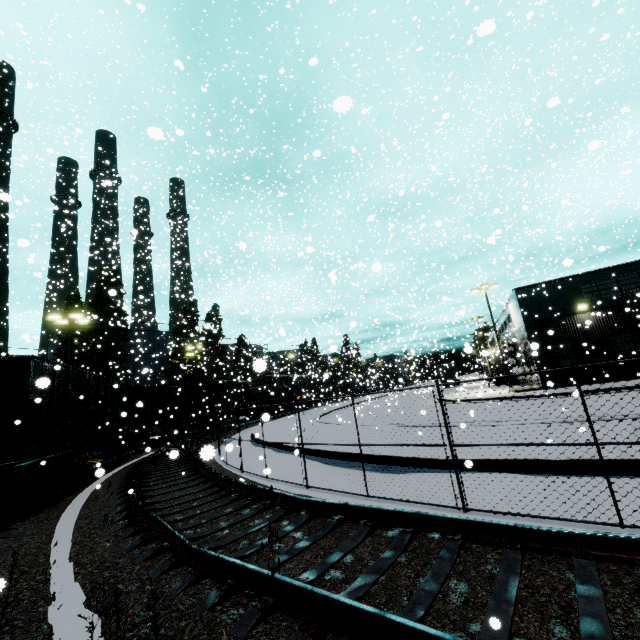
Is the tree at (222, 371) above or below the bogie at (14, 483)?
above

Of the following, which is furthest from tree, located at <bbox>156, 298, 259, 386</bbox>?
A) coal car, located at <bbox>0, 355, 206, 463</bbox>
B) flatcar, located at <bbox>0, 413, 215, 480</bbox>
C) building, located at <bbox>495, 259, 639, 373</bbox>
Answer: flatcar, located at <bbox>0, 413, 215, 480</bbox>

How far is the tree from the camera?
38.1m

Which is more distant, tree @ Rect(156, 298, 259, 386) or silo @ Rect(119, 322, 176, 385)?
silo @ Rect(119, 322, 176, 385)

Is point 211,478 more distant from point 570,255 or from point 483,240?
point 570,255

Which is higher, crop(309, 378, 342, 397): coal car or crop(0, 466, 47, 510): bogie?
crop(309, 378, 342, 397): coal car

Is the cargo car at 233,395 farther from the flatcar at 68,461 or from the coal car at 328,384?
the flatcar at 68,461

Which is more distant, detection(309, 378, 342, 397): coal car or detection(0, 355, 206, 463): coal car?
detection(309, 378, 342, 397): coal car
